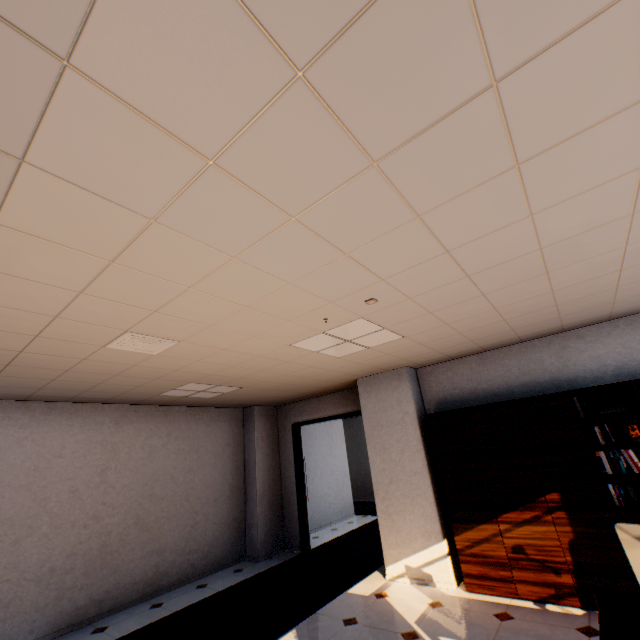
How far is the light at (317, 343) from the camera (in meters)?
3.34

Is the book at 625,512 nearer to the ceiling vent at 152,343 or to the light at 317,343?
the light at 317,343

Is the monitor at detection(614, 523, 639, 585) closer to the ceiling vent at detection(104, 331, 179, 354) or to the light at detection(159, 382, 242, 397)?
Result: the ceiling vent at detection(104, 331, 179, 354)

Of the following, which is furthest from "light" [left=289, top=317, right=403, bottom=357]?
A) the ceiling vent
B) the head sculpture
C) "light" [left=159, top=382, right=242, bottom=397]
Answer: the head sculpture

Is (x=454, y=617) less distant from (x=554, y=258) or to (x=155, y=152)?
(x=554, y=258)

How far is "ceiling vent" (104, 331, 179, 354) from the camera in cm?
293

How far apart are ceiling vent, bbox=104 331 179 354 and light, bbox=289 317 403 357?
1.3 meters

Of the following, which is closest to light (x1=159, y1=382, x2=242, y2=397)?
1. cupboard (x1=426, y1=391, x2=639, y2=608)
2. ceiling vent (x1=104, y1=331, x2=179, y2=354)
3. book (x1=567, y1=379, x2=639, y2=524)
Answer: ceiling vent (x1=104, y1=331, x2=179, y2=354)
